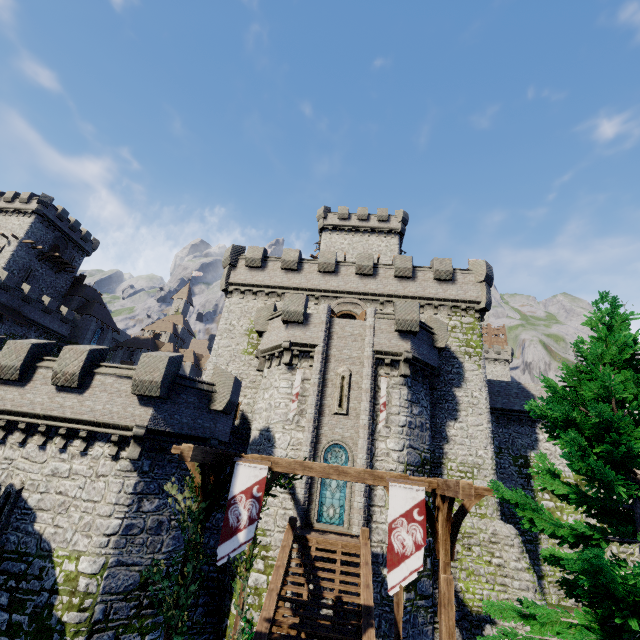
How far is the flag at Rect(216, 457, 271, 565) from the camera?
7.1m

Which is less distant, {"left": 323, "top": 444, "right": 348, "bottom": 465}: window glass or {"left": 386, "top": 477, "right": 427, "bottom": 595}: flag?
{"left": 386, "top": 477, "right": 427, "bottom": 595}: flag

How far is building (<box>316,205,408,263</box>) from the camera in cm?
3981

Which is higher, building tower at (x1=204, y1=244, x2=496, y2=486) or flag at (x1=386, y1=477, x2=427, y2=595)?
building tower at (x1=204, y1=244, x2=496, y2=486)

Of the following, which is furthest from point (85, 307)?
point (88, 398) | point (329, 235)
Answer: point (88, 398)

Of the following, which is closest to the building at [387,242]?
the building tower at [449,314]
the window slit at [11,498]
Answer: the building tower at [449,314]

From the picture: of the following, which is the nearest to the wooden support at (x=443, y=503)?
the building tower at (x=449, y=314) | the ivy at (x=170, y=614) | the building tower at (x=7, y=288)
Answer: the ivy at (x=170, y=614)

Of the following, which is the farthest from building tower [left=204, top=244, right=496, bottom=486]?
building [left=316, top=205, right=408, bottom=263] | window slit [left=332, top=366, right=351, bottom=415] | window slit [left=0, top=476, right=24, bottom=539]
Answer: window slit [left=0, top=476, right=24, bottom=539]
